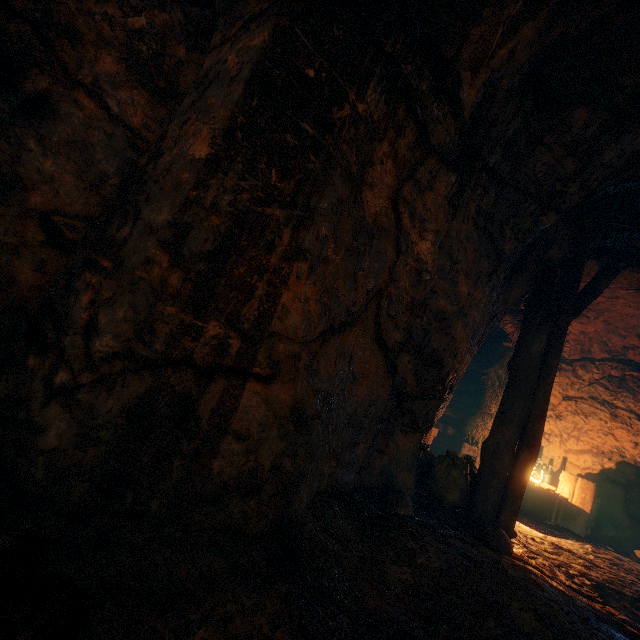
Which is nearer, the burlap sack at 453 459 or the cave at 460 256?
the cave at 460 256

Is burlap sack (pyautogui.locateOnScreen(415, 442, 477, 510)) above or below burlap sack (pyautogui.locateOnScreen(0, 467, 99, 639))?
above

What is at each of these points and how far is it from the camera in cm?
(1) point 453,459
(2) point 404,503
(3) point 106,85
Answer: (1) burlap sack, 453
(2) instancedfoliageactor, 353
(3) burlap sack, 249

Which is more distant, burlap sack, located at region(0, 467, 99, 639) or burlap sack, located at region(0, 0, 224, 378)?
burlap sack, located at region(0, 0, 224, 378)

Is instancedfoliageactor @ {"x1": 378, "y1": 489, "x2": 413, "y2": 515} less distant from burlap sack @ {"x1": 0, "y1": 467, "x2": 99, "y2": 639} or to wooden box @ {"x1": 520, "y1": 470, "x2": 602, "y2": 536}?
burlap sack @ {"x1": 0, "y1": 467, "x2": 99, "y2": 639}

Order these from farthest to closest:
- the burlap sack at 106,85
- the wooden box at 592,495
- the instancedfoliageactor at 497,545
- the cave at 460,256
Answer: the wooden box at 592,495
the instancedfoliageactor at 497,545
the burlap sack at 106,85
the cave at 460,256

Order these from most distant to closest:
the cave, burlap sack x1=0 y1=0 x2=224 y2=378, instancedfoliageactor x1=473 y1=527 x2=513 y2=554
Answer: instancedfoliageactor x1=473 y1=527 x2=513 y2=554, burlap sack x1=0 y1=0 x2=224 y2=378, the cave
